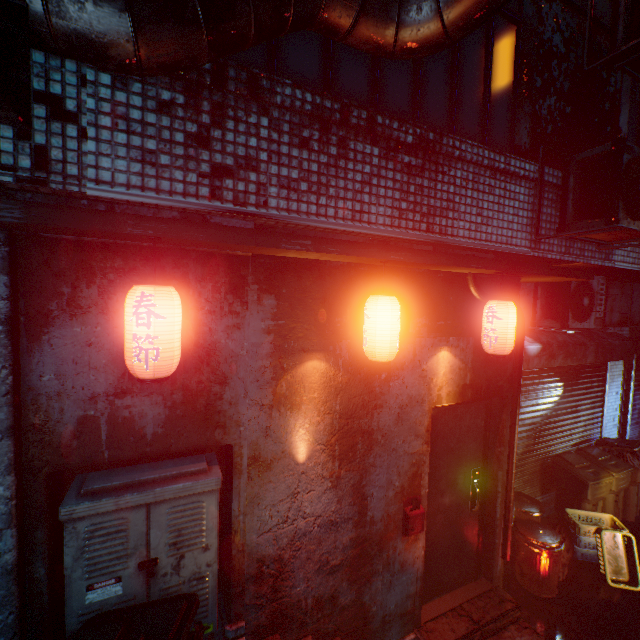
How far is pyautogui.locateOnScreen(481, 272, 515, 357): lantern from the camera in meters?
2.8 m

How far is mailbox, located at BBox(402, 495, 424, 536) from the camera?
2.8 meters

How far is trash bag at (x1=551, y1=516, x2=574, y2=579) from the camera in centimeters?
387cm

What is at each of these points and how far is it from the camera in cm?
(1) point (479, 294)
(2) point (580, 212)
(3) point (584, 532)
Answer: (1) pipe, 301
(2) air conditioner, 293
(3) laundry basket, 416

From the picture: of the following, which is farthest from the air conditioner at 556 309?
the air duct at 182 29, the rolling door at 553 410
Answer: the air duct at 182 29

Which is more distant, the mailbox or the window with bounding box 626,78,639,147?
the window with bounding box 626,78,639,147

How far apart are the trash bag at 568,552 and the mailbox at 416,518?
2.37m

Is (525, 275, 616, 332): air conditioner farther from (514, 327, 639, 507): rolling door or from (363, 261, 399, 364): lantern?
(363, 261, 399, 364): lantern
